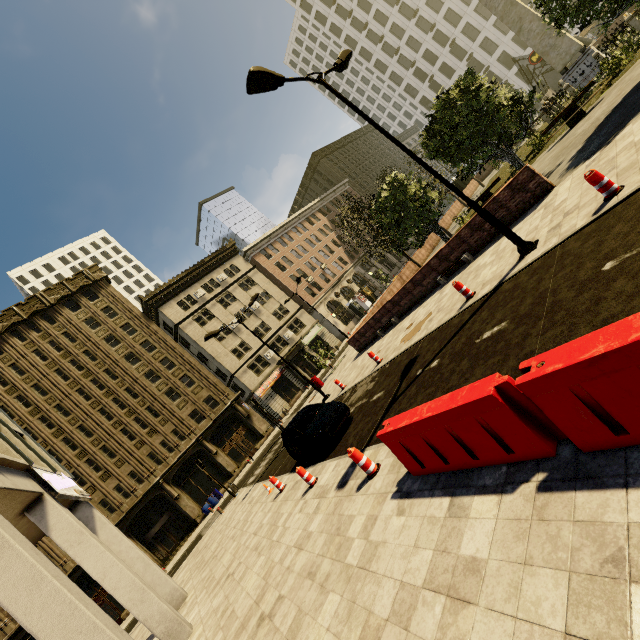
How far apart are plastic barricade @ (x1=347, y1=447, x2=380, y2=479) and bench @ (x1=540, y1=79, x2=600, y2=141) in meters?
19.2

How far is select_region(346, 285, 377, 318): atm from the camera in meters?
48.9

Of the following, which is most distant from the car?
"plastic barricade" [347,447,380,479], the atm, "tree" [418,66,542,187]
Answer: the atm

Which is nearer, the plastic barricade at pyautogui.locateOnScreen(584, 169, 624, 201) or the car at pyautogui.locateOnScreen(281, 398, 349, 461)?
the plastic barricade at pyautogui.locateOnScreen(584, 169, 624, 201)

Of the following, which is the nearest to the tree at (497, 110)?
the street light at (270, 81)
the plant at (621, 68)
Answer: the plant at (621, 68)

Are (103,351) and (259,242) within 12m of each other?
no

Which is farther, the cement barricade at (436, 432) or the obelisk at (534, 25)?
the obelisk at (534, 25)

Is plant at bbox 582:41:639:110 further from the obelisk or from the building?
the building
